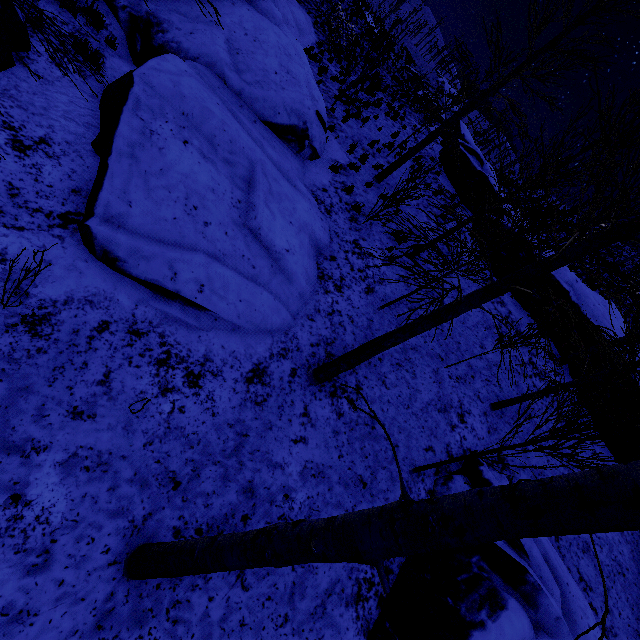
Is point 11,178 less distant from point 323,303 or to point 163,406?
point 163,406

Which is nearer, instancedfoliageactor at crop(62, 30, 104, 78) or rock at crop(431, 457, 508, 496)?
instancedfoliageactor at crop(62, 30, 104, 78)

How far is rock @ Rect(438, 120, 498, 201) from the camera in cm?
1585

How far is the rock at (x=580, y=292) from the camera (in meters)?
11.55

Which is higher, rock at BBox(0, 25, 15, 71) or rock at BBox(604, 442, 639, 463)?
rock at BBox(604, 442, 639, 463)

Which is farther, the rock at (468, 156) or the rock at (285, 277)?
the rock at (468, 156)

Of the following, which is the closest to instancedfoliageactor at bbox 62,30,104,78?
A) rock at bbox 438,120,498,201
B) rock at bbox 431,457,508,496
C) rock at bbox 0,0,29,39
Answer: rock at bbox 0,0,29,39
